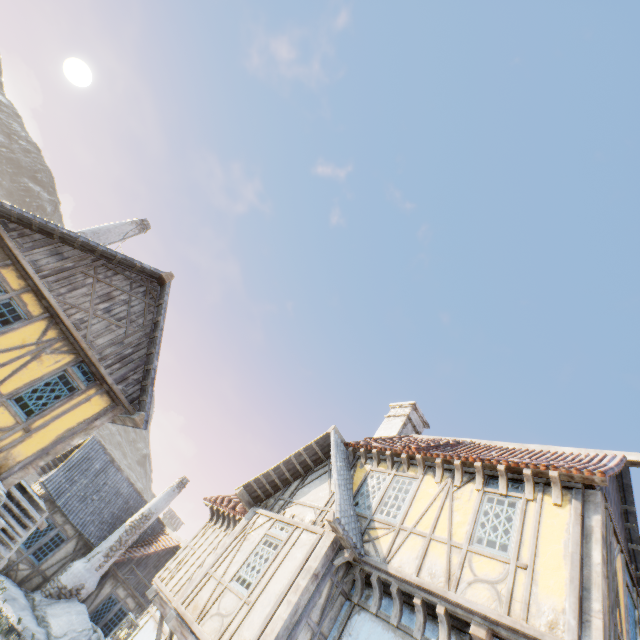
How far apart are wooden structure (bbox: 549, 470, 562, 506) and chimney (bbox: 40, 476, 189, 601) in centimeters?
1943cm

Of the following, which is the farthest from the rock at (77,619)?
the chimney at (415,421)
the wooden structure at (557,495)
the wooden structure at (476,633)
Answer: the wooden structure at (557,495)

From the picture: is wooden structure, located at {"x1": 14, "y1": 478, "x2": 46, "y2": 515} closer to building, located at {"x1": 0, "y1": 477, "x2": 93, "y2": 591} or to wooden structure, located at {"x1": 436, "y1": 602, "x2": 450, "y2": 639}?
building, located at {"x1": 0, "y1": 477, "x2": 93, "y2": 591}

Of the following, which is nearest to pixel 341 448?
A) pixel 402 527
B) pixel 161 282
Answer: pixel 402 527

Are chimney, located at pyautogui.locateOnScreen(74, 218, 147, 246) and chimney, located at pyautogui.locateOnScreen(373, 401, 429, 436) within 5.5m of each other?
no

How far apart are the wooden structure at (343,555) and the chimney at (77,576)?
15.4 meters

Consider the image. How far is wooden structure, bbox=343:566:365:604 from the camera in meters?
7.2

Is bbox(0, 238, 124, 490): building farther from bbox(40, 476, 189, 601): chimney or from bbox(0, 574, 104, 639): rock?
bbox(40, 476, 189, 601): chimney
